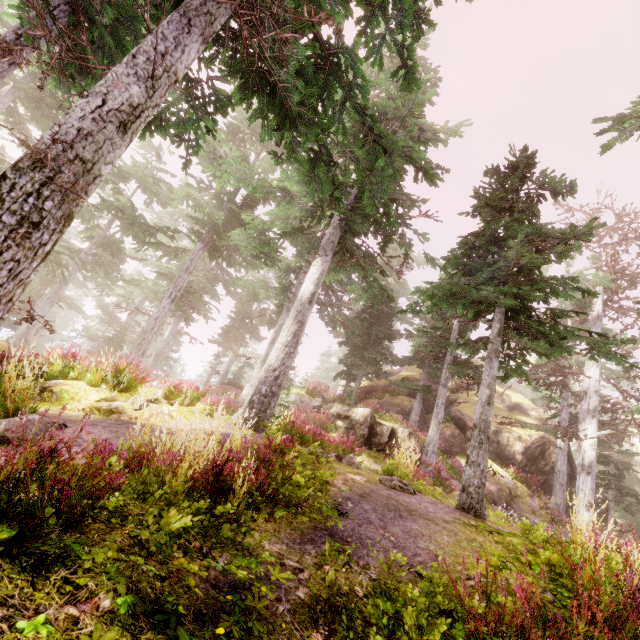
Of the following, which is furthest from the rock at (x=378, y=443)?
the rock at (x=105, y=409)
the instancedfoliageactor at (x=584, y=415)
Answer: the rock at (x=105, y=409)

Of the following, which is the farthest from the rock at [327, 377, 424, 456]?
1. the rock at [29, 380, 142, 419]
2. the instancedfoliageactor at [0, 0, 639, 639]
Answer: the rock at [29, 380, 142, 419]

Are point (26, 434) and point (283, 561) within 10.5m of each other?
yes

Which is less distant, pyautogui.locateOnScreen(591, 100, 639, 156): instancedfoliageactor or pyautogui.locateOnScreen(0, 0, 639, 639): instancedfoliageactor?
pyautogui.locateOnScreen(0, 0, 639, 639): instancedfoliageactor

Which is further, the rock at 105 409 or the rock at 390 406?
the rock at 390 406

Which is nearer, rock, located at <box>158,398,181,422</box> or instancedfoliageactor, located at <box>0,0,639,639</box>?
instancedfoliageactor, located at <box>0,0,639,639</box>

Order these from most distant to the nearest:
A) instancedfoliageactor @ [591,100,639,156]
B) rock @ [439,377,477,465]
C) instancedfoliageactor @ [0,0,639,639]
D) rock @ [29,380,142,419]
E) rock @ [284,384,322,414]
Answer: rock @ [284,384,322,414]
rock @ [439,377,477,465]
instancedfoliageactor @ [591,100,639,156]
rock @ [29,380,142,419]
instancedfoliageactor @ [0,0,639,639]

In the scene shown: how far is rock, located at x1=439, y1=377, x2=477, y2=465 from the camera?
22.5m
